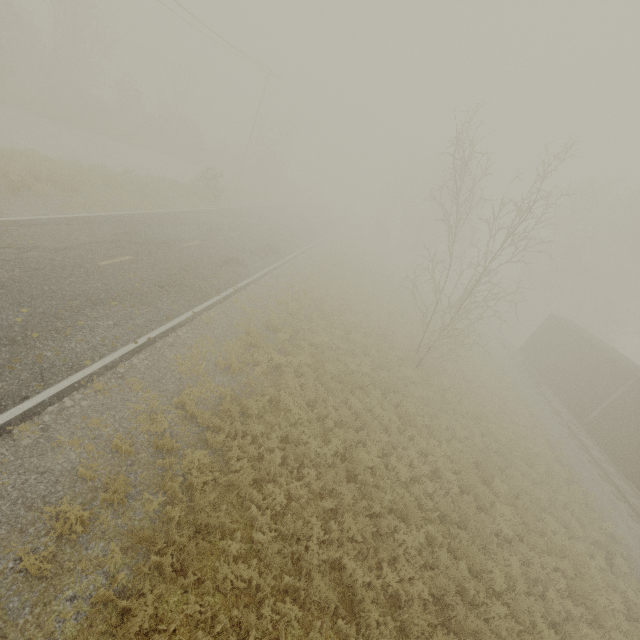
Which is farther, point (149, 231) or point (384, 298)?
point (384, 298)
